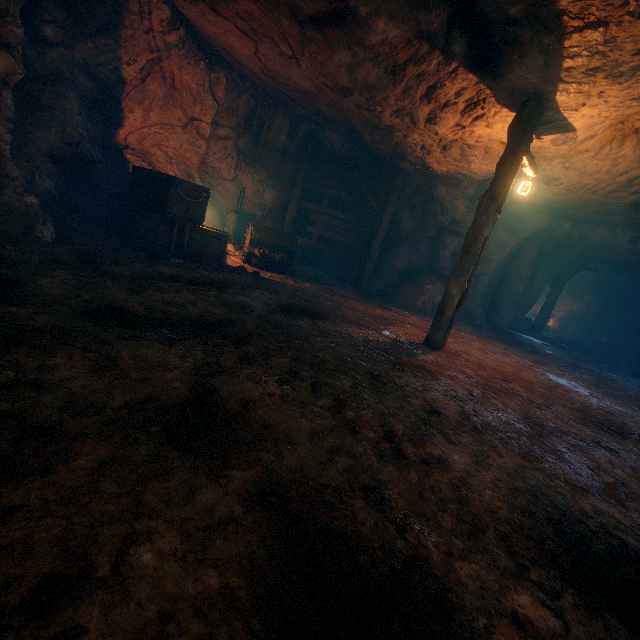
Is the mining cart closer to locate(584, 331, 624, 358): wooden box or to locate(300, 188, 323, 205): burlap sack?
locate(300, 188, 323, 205): burlap sack

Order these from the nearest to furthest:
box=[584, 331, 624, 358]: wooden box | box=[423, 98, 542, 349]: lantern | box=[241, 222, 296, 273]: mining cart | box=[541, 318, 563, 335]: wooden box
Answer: box=[423, 98, 542, 349]: lantern → box=[241, 222, 296, 273]: mining cart → box=[584, 331, 624, 358]: wooden box → box=[541, 318, 563, 335]: wooden box

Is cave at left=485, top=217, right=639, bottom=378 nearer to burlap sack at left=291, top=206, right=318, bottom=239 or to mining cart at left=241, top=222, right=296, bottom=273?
burlap sack at left=291, top=206, right=318, bottom=239

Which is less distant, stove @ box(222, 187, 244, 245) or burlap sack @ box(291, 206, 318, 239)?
stove @ box(222, 187, 244, 245)

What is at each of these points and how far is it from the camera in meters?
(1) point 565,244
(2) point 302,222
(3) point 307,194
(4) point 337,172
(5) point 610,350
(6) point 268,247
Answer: (1) cave, 14.5 m
(2) burlap sack, 14.1 m
(3) burlap sack, 13.1 m
(4) burlap sack, 12.8 m
(5) wooden box, 18.3 m
(6) mining cart, 9.8 m

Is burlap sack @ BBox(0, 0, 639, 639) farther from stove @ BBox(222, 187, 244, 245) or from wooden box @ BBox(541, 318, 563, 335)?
Result: wooden box @ BBox(541, 318, 563, 335)

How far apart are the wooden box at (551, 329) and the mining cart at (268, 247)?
18.6m

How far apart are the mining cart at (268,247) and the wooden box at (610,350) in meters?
19.5 m
